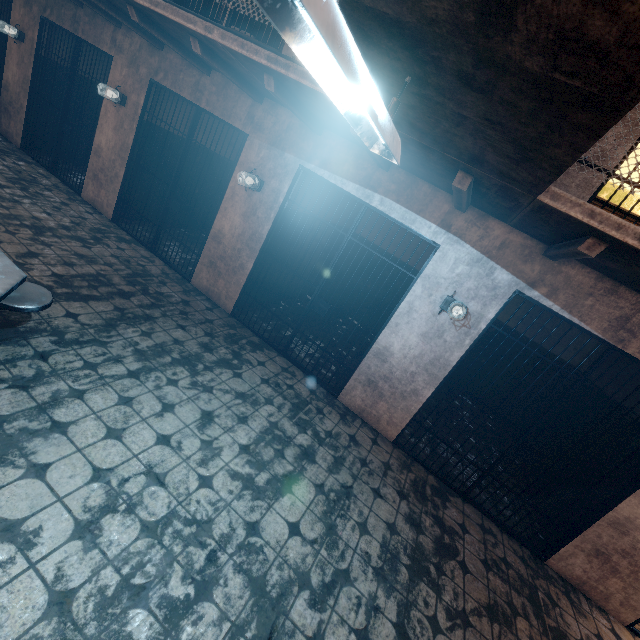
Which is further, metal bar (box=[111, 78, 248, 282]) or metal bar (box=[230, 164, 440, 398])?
metal bar (box=[111, 78, 248, 282])

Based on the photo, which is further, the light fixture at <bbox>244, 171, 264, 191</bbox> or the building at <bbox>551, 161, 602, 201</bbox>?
the light fixture at <bbox>244, 171, 264, 191</bbox>

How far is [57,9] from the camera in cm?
552

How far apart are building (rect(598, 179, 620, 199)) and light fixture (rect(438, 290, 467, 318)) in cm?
389

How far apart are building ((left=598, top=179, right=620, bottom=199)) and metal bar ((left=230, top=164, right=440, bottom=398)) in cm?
387

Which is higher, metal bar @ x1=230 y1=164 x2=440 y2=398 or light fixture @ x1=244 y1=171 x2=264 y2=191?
light fixture @ x1=244 y1=171 x2=264 y2=191

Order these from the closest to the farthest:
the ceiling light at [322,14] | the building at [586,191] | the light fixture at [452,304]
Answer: the ceiling light at [322,14]
the building at [586,191]
the light fixture at [452,304]

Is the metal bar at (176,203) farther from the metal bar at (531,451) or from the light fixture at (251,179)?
the metal bar at (531,451)
